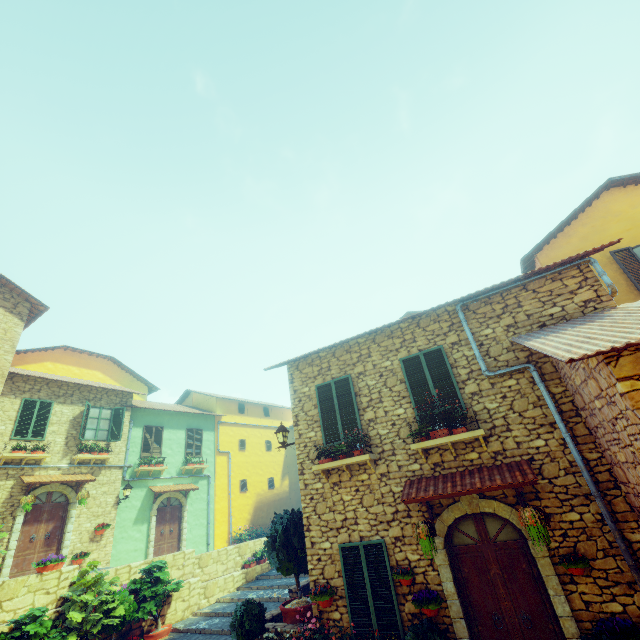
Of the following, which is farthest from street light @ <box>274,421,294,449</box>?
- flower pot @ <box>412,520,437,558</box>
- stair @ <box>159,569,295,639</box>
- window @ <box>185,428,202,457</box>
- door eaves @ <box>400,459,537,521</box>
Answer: window @ <box>185,428,202,457</box>

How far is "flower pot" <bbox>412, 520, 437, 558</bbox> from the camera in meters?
5.9 m

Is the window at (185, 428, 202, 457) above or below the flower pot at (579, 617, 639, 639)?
above

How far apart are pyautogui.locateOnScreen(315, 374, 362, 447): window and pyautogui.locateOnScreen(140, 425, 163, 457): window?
13.0m

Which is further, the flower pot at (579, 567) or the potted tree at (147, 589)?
the potted tree at (147, 589)

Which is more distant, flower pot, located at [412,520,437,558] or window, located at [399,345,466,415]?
window, located at [399,345,466,415]

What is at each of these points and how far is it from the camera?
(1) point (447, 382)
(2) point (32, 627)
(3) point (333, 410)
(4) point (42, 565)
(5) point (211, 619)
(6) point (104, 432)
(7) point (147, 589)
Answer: (1) window, 7.5 meters
(2) flower pot, 7.6 meters
(3) window, 8.6 meters
(4) flower pot, 9.0 meters
(5) stair, 10.4 meters
(6) window, 15.5 meters
(7) potted tree, 10.0 meters

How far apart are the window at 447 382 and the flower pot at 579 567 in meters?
2.8 m
